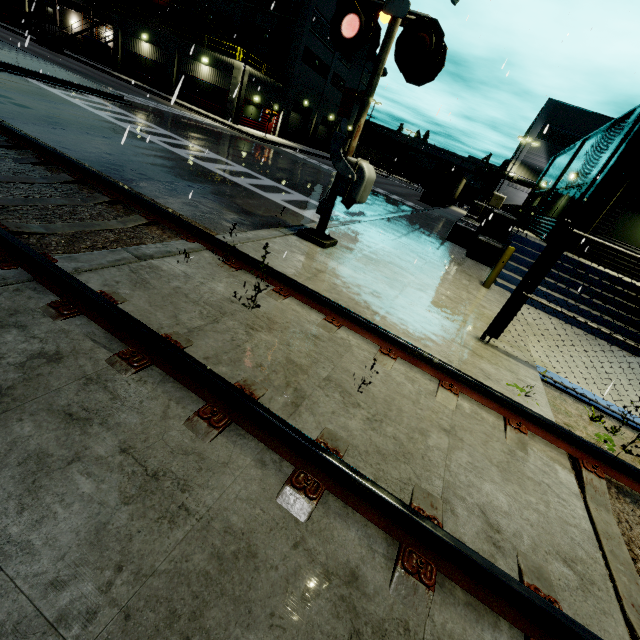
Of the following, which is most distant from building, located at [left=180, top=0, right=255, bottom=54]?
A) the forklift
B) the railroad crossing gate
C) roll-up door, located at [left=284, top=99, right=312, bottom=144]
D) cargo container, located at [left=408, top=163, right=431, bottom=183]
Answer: the forklift

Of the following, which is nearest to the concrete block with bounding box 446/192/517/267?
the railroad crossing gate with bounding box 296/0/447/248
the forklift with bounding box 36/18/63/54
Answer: the railroad crossing gate with bounding box 296/0/447/248

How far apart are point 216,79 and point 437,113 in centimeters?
3565cm

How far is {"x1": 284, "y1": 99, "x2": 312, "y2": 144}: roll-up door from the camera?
39.4m

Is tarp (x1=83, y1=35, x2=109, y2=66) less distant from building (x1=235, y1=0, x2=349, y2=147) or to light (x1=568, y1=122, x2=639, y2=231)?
building (x1=235, y1=0, x2=349, y2=147)

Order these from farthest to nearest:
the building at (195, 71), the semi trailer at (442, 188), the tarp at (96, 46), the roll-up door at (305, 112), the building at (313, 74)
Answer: the roll-up door at (305, 112) → the tarp at (96, 46) → the semi trailer at (442, 188) → the building at (313, 74) → the building at (195, 71)

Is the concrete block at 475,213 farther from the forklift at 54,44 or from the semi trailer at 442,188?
the forklift at 54,44

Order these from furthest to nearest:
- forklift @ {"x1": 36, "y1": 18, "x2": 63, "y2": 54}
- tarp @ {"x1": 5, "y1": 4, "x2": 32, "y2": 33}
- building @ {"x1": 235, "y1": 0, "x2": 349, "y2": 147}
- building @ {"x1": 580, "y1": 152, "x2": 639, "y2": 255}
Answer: tarp @ {"x1": 5, "y1": 4, "x2": 32, "y2": 33}, building @ {"x1": 235, "y1": 0, "x2": 349, "y2": 147}, forklift @ {"x1": 36, "y1": 18, "x2": 63, "y2": 54}, building @ {"x1": 580, "y1": 152, "x2": 639, "y2": 255}
